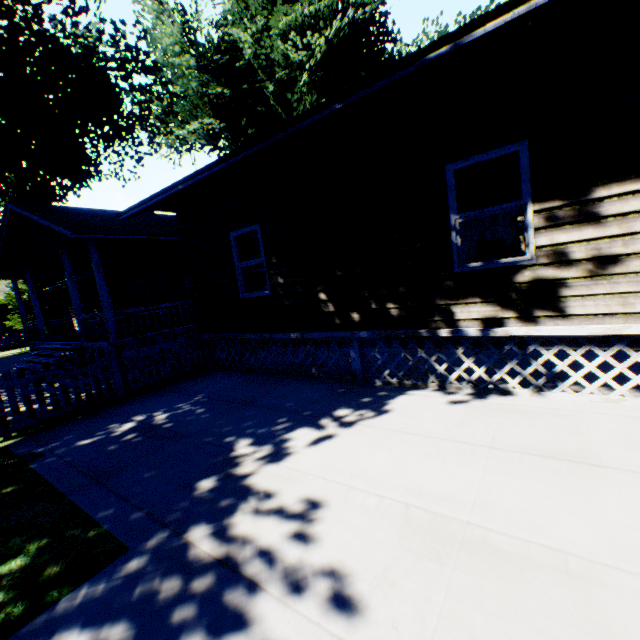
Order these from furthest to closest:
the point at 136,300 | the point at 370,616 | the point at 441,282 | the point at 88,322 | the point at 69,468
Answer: the point at 136,300 → the point at 88,322 → the point at 441,282 → the point at 69,468 → the point at 370,616

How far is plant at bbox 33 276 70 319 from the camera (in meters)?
26.66

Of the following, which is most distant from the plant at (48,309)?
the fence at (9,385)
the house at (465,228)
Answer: the fence at (9,385)

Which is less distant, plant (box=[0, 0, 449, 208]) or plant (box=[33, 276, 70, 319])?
plant (box=[0, 0, 449, 208])

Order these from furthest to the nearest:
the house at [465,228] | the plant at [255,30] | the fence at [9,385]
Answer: the plant at [255,30]
the fence at [9,385]
the house at [465,228]

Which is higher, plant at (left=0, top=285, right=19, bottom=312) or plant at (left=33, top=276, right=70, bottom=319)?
plant at (left=0, top=285, right=19, bottom=312)

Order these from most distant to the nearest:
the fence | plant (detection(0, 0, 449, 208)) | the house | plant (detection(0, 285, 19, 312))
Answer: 1. plant (detection(0, 285, 19, 312))
2. plant (detection(0, 0, 449, 208))
3. the fence
4. the house

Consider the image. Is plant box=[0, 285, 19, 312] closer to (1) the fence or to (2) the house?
(2) the house
